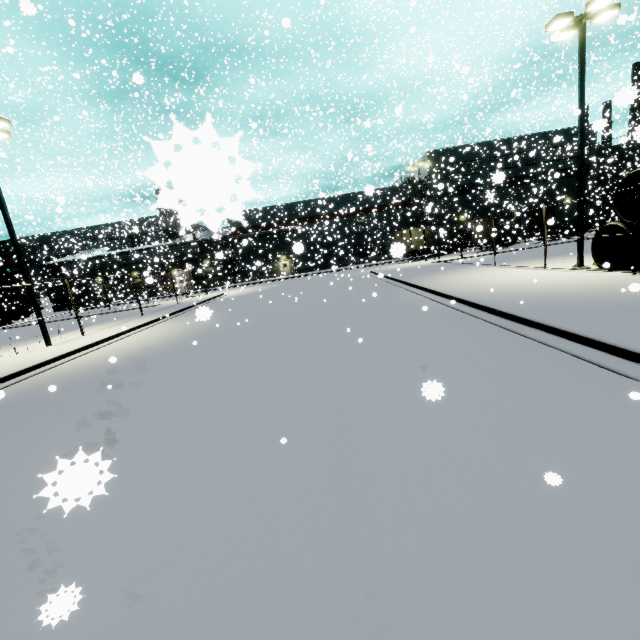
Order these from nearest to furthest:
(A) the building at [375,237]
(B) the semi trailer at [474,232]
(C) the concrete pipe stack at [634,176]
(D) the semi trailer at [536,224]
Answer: (C) the concrete pipe stack at [634,176]
(B) the semi trailer at [474,232]
(A) the building at [375,237]
(D) the semi trailer at [536,224]

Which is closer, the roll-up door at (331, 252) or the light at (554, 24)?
the light at (554, 24)

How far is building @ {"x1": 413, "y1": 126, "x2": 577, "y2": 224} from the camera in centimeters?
3488cm

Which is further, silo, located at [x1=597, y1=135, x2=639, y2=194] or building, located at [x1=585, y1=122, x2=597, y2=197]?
silo, located at [x1=597, y1=135, x2=639, y2=194]

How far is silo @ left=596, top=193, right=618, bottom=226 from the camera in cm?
3542

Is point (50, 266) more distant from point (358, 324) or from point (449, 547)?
point (449, 547)

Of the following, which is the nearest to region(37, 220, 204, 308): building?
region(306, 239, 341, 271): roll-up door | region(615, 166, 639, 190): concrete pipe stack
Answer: region(306, 239, 341, 271): roll-up door

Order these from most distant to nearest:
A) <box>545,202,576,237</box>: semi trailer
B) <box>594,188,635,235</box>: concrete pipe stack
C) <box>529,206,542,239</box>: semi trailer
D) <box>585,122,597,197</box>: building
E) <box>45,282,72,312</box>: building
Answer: <box>45,282,72,312</box>: building → <box>529,206,542,239</box>: semi trailer → <box>545,202,576,237</box>: semi trailer → <box>585,122,597,197</box>: building → <box>594,188,635,235</box>: concrete pipe stack
